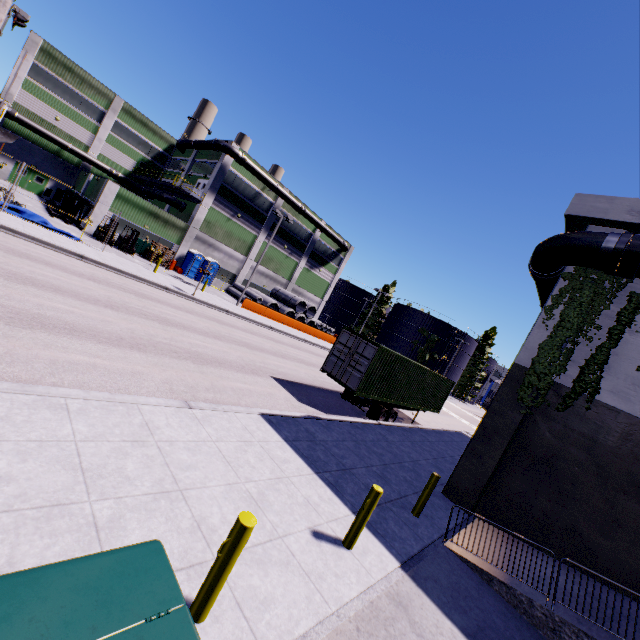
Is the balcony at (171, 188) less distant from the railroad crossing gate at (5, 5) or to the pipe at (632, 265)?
the railroad crossing gate at (5, 5)

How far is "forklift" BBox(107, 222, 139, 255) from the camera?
27.6 meters

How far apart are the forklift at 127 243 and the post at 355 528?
27.17m

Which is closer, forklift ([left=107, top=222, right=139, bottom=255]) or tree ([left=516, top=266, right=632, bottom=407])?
tree ([left=516, top=266, right=632, bottom=407])

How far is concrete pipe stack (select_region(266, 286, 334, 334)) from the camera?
40.4m

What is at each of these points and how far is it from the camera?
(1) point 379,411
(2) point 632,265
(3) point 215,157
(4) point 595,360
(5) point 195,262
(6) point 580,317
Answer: (1) semi trailer, 16.2 meters
(2) pipe, 8.5 meters
(3) building, 35.8 meters
(4) tree, 9.5 meters
(5) portable restroom, 34.3 meters
(6) tree, 9.6 meters

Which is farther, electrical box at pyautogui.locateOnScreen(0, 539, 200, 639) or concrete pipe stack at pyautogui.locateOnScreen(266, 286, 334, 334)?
concrete pipe stack at pyautogui.locateOnScreen(266, 286, 334, 334)

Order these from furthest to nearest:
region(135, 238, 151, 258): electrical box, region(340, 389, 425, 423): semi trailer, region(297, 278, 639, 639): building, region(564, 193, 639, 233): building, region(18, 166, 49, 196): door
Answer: region(18, 166, 49, 196): door, region(135, 238, 151, 258): electrical box, region(340, 389, 425, 423): semi trailer, region(564, 193, 639, 233): building, region(297, 278, 639, 639): building
